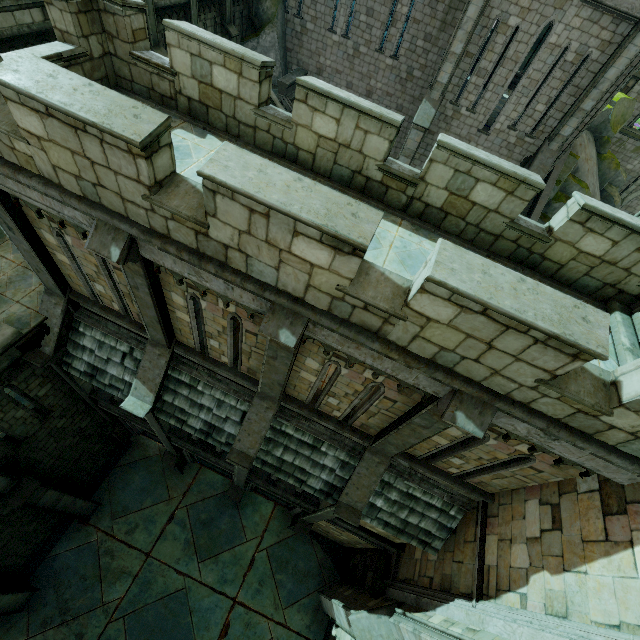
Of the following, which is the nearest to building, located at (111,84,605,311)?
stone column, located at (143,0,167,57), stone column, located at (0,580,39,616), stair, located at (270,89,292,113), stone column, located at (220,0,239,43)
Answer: stair, located at (270,89,292,113)

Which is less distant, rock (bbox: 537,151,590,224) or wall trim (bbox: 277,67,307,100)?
wall trim (bbox: 277,67,307,100)

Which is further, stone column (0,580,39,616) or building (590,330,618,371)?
stone column (0,580,39,616)

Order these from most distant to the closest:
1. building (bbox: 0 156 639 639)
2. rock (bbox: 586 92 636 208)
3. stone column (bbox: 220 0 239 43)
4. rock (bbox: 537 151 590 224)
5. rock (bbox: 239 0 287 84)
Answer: rock (bbox: 586 92 636 208) → rock (bbox: 537 151 590 224) → rock (bbox: 239 0 287 84) → stone column (bbox: 220 0 239 43) → building (bbox: 0 156 639 639)

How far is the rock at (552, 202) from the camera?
22.3m

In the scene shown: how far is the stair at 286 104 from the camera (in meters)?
17.69

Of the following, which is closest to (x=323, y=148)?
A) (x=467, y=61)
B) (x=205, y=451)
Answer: (x=205, y=451)

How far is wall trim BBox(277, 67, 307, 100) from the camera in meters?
19.5
